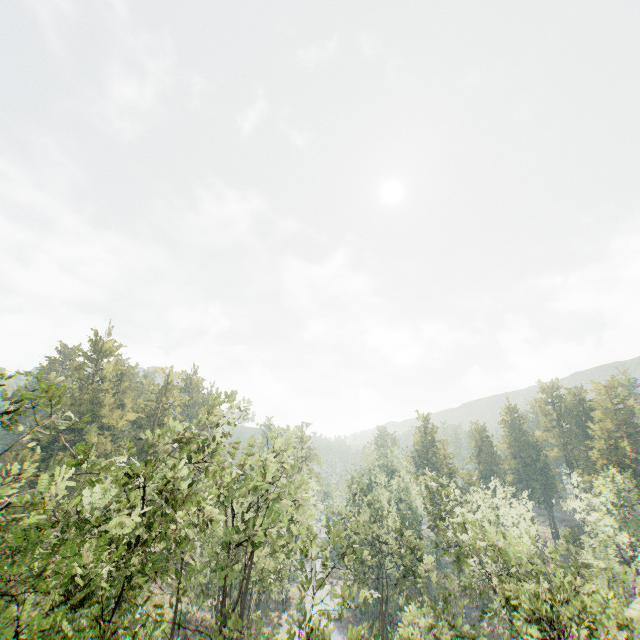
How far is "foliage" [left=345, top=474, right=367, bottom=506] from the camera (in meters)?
40.34

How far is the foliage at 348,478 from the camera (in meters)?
40.34

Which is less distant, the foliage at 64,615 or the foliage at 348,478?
the foliage at 64,615

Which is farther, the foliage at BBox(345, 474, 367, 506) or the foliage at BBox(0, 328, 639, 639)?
the foliage at BBox(345, 474, 367, 506)

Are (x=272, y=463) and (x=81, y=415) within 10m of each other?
no
